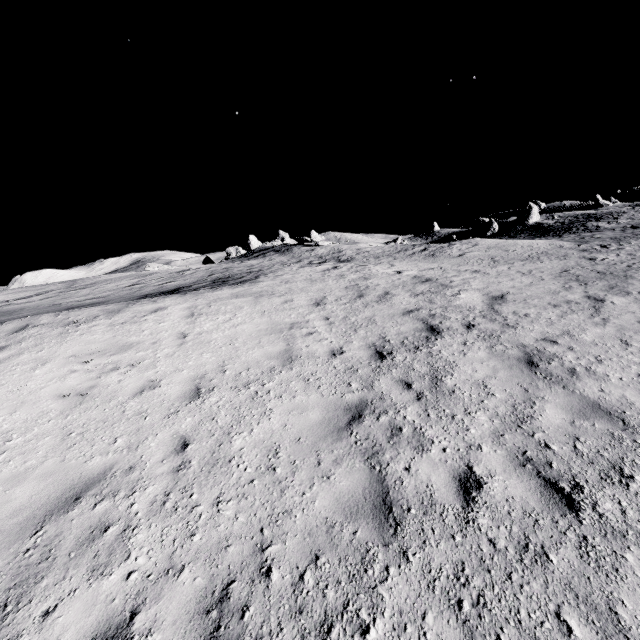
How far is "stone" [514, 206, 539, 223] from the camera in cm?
5612

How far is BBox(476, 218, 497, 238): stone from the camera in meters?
58.0

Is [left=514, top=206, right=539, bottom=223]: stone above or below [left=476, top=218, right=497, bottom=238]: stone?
above

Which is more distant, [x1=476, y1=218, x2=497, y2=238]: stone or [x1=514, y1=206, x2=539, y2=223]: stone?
[x1=476, y1=218, x2=497, y2=238]: stone

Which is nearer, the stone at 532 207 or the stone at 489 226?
the stone at 532 207

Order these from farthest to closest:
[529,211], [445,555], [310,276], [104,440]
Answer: [529,211] → [310,276] → [104,440] → [445,555]

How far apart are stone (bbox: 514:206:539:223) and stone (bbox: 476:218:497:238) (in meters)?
3.82

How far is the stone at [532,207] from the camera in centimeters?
5612cm
